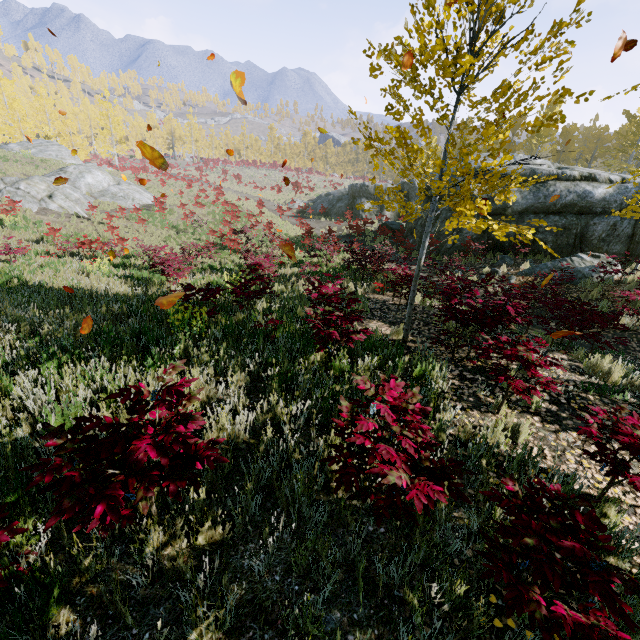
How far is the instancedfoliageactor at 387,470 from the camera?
2.1 meters

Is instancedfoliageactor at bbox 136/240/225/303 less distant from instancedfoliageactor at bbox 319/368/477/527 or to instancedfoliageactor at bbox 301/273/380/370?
instancedfoliageactor at bbox 301/273/380/370

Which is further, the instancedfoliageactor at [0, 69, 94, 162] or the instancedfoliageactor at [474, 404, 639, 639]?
the instancedfoliageactor at [0, 69, 94, 162]

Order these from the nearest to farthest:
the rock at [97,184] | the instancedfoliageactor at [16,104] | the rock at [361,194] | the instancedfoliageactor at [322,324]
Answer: the instancedfoliageactor at [322,324] < the rock at [361,194] < the rock at [97,184] < the instancedfoliageactor at [16,104]

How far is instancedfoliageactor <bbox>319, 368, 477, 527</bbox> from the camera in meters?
2.1 m

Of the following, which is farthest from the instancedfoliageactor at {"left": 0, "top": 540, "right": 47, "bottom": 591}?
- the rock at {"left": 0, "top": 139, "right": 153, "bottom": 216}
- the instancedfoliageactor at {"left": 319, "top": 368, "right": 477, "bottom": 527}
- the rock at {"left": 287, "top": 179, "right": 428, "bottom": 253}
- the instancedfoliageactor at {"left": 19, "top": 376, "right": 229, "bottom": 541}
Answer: the rock at {"left": 0, "top": 139, "right": 153, "bottom": 216}

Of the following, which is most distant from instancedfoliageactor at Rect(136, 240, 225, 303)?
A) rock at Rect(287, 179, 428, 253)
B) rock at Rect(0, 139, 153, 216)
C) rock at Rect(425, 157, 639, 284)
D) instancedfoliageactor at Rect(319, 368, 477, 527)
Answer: rock at Rect(0, 139, 153, 216)

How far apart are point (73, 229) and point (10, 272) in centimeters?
1079cm
